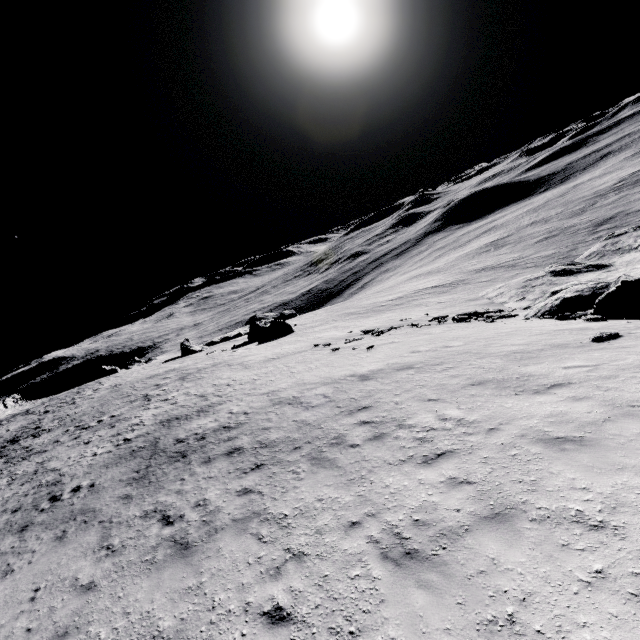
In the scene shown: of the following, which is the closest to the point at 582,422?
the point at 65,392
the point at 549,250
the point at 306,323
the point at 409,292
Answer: the point at 306,323
